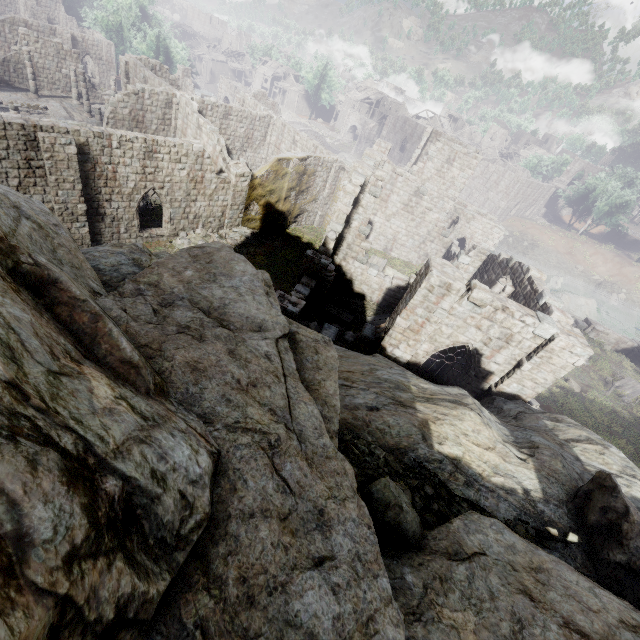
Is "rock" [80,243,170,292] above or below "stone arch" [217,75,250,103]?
above

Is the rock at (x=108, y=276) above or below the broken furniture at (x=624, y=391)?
above

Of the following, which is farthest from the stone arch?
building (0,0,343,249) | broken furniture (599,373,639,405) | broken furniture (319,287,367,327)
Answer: broken furniture (599,373,639,405)

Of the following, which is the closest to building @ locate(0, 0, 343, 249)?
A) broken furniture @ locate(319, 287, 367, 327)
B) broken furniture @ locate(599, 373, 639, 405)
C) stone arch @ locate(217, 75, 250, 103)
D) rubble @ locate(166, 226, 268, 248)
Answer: rubble @ locate(166, 226, 268, 248)

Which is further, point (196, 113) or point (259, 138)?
point (259, 138)

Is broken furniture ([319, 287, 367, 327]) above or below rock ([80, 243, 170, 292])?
below

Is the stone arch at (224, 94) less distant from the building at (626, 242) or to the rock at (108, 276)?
the building at (626, 242)

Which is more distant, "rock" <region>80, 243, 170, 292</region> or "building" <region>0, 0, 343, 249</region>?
"building" <region>0, 0, 343, 249</region>
